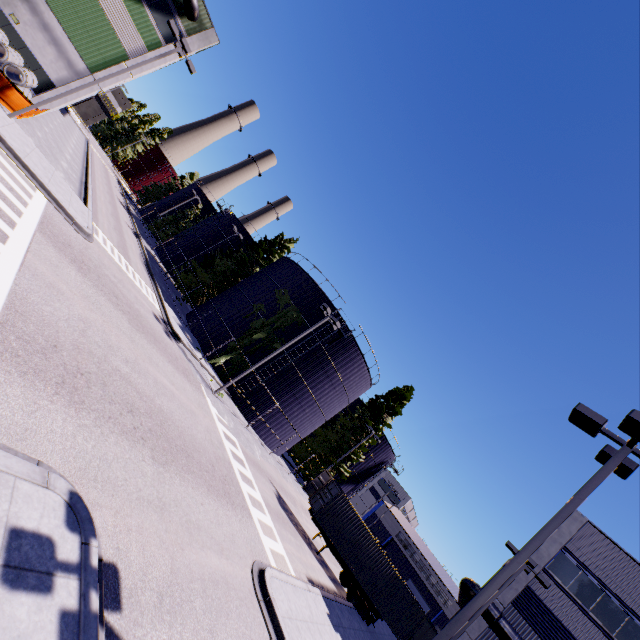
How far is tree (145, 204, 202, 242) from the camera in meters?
54.7

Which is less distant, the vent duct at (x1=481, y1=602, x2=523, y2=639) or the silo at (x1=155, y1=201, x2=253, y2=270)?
the vent duct at (x1=481, y1=602, x2=523, y2=639)

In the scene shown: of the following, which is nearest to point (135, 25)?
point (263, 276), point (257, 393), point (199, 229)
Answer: point (263, 276)

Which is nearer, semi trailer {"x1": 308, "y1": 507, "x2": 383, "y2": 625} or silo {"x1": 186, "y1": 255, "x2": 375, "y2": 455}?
semi trailer {"x1": 308, "y1": 507, "x2": 383, "y2": 625}

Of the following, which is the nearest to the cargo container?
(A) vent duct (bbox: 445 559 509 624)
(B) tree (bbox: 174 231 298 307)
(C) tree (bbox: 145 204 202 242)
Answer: (B) tree (bbox: 174 231 298 307)

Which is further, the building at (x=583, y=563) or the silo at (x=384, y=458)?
the silo at (x=384, y=458)

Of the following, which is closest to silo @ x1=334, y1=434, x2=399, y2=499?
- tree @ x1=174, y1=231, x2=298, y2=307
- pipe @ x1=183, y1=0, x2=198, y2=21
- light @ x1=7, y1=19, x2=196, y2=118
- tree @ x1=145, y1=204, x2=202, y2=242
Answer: tree @ x1=174, y1=231, x2=298, y2=307

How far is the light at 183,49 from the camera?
16.6m
